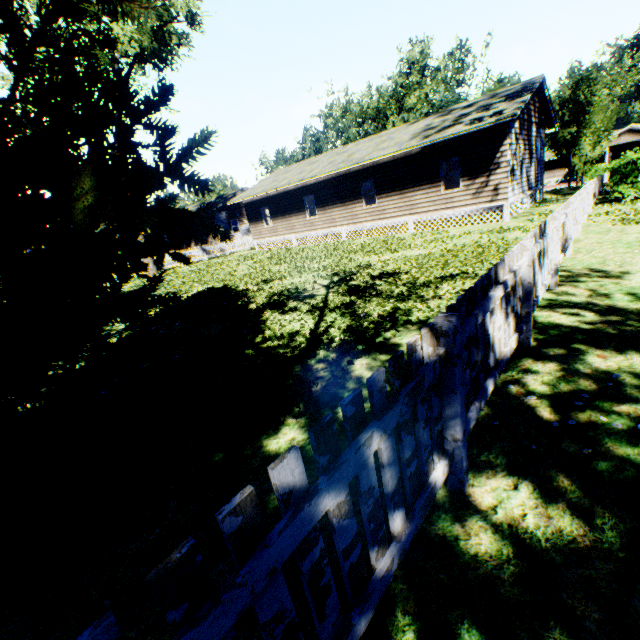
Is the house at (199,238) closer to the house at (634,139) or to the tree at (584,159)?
the tree at (584,159)

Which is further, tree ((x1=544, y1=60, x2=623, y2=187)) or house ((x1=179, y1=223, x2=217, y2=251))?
house ((x1=179, y1=223, x2=217, y2=251))

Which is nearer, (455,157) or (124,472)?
(124,472)

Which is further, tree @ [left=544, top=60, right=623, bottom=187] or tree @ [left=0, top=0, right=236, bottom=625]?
tree @ [left=544, top=60, right=623, bottom=187]

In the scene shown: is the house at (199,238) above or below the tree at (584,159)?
below

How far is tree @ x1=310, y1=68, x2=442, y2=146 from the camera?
40.72m

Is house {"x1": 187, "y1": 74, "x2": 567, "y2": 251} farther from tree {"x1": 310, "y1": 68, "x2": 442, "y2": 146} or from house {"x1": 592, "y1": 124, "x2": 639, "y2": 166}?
house {"x1": 592, "y1": 124, "x2": 639, "y2": 166}
